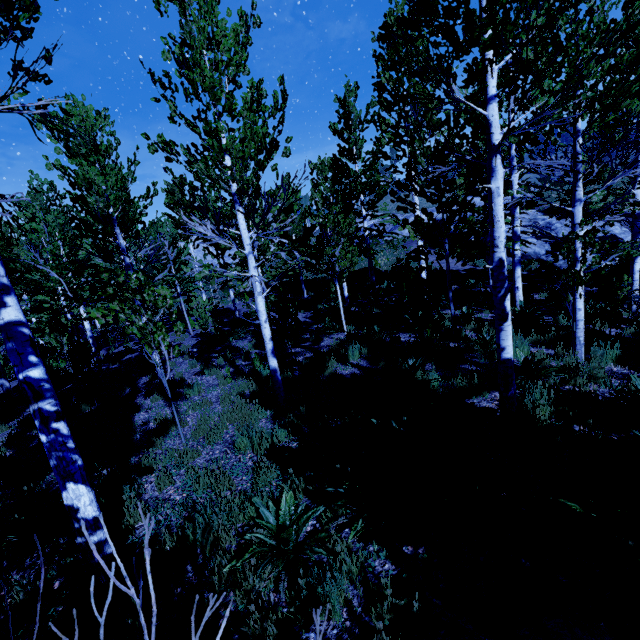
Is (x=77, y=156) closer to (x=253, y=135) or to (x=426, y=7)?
(x=253, y=135)

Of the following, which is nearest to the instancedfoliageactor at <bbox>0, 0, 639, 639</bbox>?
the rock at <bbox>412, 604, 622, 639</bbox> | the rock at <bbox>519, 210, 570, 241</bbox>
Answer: the rock at <bbox>412, 604, 622, 639</bbox>

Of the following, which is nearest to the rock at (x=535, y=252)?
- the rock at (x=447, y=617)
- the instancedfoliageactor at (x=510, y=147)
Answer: the instancedfoliageactor at (x=510, y=147)

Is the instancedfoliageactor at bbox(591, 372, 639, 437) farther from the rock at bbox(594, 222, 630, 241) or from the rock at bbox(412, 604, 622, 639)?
the rock at bbox(594, 222, 630, 241)

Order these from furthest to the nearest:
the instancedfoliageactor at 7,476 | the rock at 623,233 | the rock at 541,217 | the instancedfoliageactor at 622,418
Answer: the rock at 541,217 → the rock at 623,233 → the instancedfoliageactor at 7,476 → the instancedfoliageactor at 622,418

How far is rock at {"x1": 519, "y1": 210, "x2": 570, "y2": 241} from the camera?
19.5m
